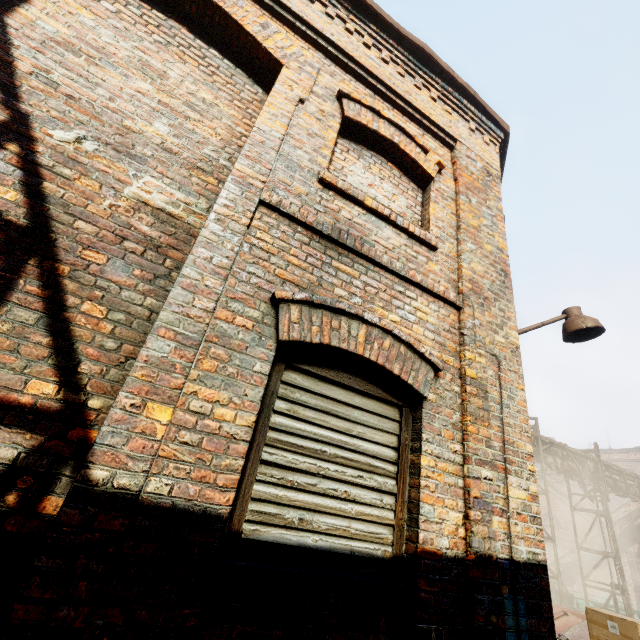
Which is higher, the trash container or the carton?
the carton

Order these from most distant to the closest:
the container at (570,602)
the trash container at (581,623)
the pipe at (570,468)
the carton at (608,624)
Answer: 1. the container at (570,602)
2. the pipe at (570,468)
3. the trash container at (581,623)
4. the carton at (608,624)

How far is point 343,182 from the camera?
2.9m

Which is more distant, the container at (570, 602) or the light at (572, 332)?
the container at (570, 602)

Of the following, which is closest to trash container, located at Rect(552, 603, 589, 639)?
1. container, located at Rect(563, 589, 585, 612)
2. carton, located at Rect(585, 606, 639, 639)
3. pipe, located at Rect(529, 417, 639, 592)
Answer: pipe, located at Rect(529, 417, 639, 592)

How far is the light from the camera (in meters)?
3.73

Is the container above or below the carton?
below

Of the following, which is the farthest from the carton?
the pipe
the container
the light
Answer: the container
